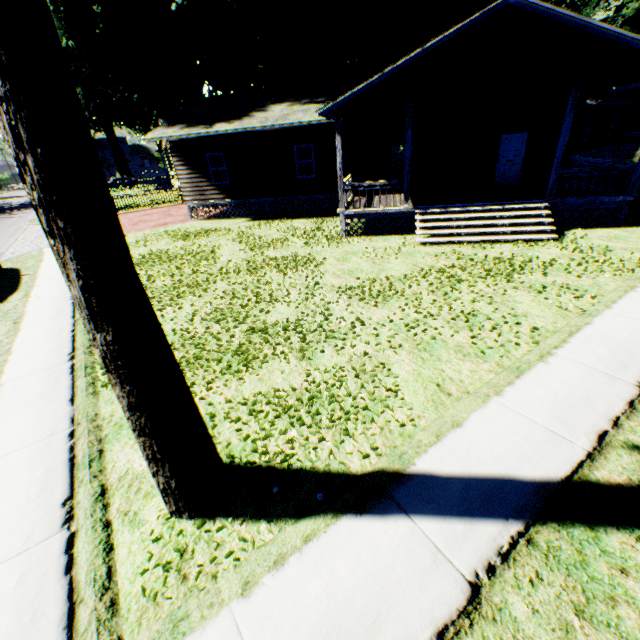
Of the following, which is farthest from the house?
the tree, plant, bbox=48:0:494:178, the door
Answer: the tree

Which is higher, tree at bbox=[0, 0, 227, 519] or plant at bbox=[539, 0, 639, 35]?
plant at bbox=[539, 0, 639, 35]

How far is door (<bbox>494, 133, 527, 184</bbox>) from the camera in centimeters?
1488cm

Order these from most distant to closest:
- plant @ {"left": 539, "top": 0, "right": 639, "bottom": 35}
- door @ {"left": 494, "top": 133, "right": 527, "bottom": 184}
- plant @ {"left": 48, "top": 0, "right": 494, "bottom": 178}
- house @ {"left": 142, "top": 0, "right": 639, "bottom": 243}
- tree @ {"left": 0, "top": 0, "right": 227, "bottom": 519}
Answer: plant @ {"left": 539, "top": 0, "right": 639, "bottom": 35} < plant @ {"left": 48, "top": 0, "right": 494, "bottom": 178} < door @ {"left": 494, "top": 133, "right": 527, "bottom": 184} < house @ {"left": 142, "top": 0, "right": 639, "bottom": 243} < tree @ {"left": 0, "top": 0, "right": 227, "bottom": 519}

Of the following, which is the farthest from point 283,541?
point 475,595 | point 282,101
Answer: point 282,101

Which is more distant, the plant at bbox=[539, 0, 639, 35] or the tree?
the plant at bbox=[539, 0, 639, 35]

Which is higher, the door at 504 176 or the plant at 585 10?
the plant at 585 10

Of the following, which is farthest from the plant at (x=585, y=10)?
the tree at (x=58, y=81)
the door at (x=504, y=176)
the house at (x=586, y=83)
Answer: the door at (x=504, y=176)
